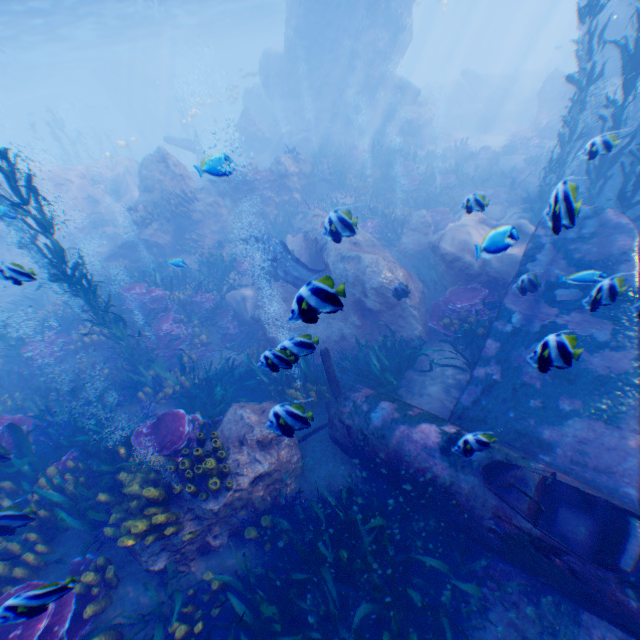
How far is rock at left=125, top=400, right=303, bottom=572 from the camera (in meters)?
4.82

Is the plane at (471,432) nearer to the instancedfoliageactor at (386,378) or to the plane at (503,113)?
the instancedfoliageactor at (386,378)

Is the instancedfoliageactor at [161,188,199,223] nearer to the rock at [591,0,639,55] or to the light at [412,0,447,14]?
the rock at [591,0,639,55]

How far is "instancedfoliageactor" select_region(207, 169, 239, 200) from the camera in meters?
5.8 m

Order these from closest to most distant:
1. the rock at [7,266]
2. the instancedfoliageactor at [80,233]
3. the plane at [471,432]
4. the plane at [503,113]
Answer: the plane at [471,432], the rock at [7,266], the instancedfoliageactor at [80,233], the plane at [503,113]

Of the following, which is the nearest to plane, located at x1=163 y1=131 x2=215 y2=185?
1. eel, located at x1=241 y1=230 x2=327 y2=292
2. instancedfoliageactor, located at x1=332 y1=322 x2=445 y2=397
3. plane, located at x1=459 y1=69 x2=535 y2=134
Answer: eel, located at x1=241 y1=230 x2=327 y2=292

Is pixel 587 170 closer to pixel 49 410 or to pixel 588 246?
pixel 588 246

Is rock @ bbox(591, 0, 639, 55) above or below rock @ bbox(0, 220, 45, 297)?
above
